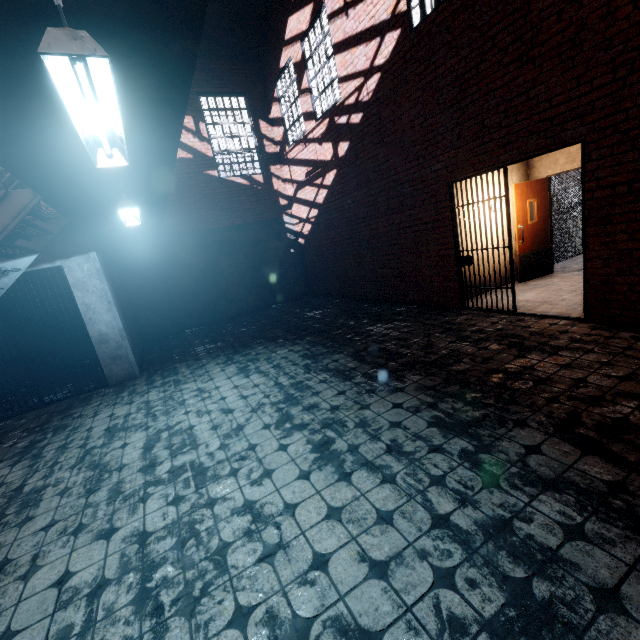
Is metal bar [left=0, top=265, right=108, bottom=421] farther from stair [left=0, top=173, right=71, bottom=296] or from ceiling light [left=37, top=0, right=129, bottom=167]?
ceiling light [left=37, top=0, right=129, bottom=167]

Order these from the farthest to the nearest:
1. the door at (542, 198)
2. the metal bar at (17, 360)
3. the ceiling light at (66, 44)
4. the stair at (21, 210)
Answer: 1. the door at (542, 198)
2. the metal bar at (17, 360)
3. the stair at (21, 210)
4. the ceiling light at (66, 44)

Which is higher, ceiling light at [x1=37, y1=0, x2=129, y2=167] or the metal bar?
ceiling light at [x1=37, y1=0, x2=129, y2=167]

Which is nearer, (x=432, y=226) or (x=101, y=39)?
(x=101, y=39)

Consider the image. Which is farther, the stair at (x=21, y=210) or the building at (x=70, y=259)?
the building at (x=70, y=259)

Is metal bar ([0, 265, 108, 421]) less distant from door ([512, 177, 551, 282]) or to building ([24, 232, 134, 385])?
building ([24, 232, 134, 385])

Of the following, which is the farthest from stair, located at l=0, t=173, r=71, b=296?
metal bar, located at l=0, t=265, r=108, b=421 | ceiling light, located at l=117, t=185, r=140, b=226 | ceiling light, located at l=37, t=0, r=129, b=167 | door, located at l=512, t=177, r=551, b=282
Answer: door, located at l=512, t=177, r=551, b=282

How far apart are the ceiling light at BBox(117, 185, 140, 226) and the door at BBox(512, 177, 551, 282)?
7.19m
